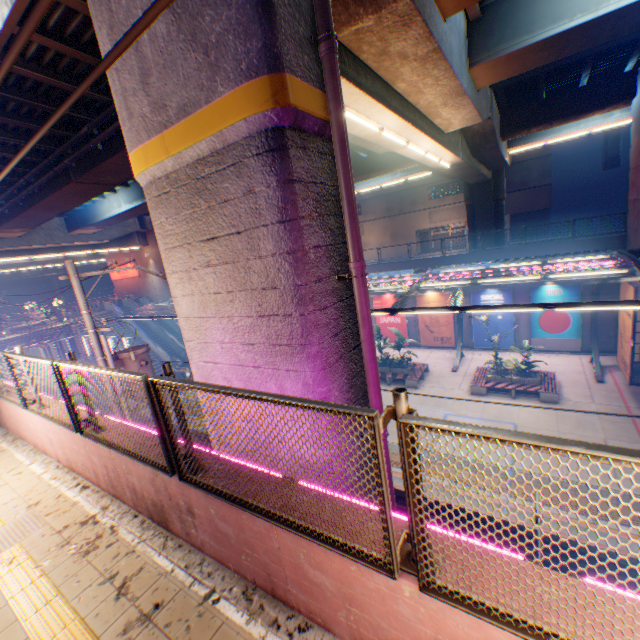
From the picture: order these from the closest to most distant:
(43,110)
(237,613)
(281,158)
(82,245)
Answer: (237,613) < (281,158) < (43,110) < (82,245)

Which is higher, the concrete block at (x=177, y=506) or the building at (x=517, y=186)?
the building at (x=517, y=186)

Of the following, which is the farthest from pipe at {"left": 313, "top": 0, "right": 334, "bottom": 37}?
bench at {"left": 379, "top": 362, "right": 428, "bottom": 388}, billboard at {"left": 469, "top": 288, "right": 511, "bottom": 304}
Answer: billboard at {"left": 469, "top": 288, "right": 511, "bottom": 304}

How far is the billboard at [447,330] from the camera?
24.2m

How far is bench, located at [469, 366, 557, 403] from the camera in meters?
15.8

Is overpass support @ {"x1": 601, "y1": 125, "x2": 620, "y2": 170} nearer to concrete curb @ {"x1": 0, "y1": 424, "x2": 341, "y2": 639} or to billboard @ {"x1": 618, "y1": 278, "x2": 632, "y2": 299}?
concrete curb @ {"x1": 0, "y1": 424, "x2": 341, "y2": 639}

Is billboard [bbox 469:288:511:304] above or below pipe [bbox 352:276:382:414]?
below

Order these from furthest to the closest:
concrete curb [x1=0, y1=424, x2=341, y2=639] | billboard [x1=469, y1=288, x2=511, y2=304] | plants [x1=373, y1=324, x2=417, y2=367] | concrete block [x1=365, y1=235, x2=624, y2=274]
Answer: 1. billboard [x1=469, y1=288, x2=511, y2=304]
2. plants [x1=373, y1=324, x2=417, y2=367]
3. concrete block [x1=365, y1=235, x2=624, y2=274]
4. concrete curb [x1=0, y1=424, x2=341, y2=639]
